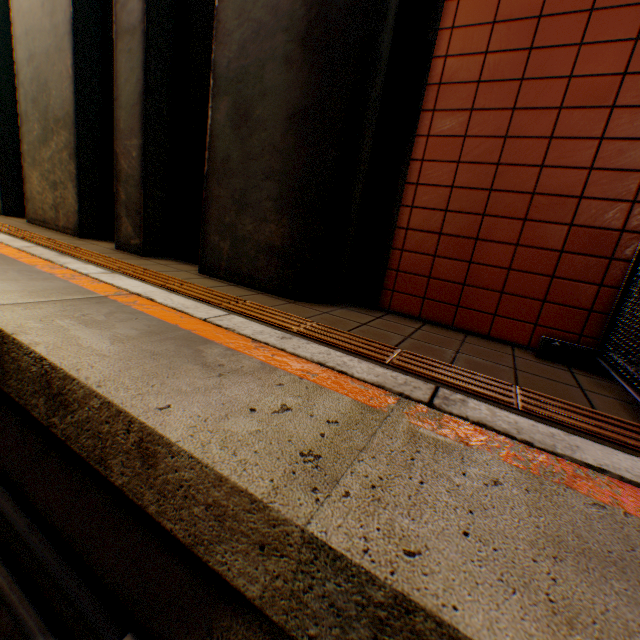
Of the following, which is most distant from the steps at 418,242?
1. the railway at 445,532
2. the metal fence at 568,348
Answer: the railway at 445,532

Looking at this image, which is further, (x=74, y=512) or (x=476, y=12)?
(x=476, y=12)

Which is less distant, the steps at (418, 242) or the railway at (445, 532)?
the railway at (445, 532)

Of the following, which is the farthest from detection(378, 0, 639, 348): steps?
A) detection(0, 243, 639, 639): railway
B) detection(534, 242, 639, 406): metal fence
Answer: detection(0, 243, 639, 639): railway

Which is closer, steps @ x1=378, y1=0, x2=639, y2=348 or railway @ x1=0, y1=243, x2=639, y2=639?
railway @ x1=0, y1=243, x2=639, y2=639

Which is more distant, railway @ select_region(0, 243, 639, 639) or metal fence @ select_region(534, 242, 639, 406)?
metal fence @ select_region(534, 242, 639, 406)

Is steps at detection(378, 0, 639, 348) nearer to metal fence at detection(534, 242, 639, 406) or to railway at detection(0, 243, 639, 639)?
metal fence at detection(534, 242, 639, 406)
